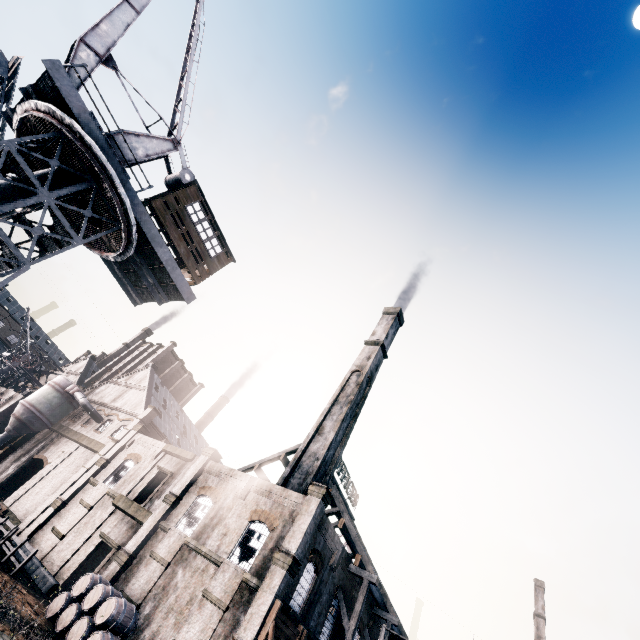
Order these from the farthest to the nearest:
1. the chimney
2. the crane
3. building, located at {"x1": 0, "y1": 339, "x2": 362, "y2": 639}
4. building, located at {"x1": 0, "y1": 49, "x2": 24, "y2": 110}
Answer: the chimney < building, located at {"x1": 0, "y1": 49, "x2": 24, "y2": 110} < building, located at {"x1": 0, "y1": 339, "x2": 362, "y2": 639} < the crane

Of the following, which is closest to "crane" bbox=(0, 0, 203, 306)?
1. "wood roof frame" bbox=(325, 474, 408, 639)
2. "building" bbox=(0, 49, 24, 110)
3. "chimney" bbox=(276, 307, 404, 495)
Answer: "building" bbox=(0, 49, 24, 110)

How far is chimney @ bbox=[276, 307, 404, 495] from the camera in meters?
29.5

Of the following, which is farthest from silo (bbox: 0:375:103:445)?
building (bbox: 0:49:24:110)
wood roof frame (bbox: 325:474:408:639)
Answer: wood roof frame (bbox: 325:474:408:639)

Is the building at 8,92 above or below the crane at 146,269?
above

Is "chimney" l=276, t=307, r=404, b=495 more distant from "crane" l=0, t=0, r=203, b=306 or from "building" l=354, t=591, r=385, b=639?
"crane" l=0, t=0, r=203, b=306

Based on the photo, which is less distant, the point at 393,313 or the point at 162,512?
the point at 162,512

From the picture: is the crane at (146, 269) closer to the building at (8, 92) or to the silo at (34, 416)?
the building at (8, 92)
